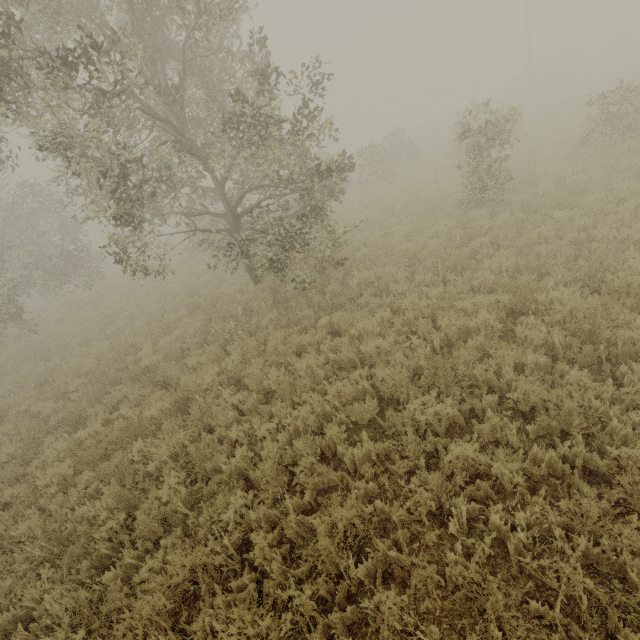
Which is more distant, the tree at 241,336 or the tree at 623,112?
the tree at 623,112

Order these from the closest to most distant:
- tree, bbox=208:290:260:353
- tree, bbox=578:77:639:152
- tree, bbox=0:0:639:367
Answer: tree, bbox=0:0:639:367, tree, bbox=208:290:260:353, tree, bbox=578:77:639:152

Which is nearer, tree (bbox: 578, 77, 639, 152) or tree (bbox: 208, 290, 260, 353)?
tree (bbox: 208, 290, 260, 353)

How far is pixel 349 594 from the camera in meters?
3.4 m

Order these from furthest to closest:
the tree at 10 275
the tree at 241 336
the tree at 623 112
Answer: the tree at 623 112, the tree at 241 336, the tree at 10 275

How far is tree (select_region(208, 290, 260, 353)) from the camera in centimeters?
820cm

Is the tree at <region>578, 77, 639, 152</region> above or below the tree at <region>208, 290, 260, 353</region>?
above
